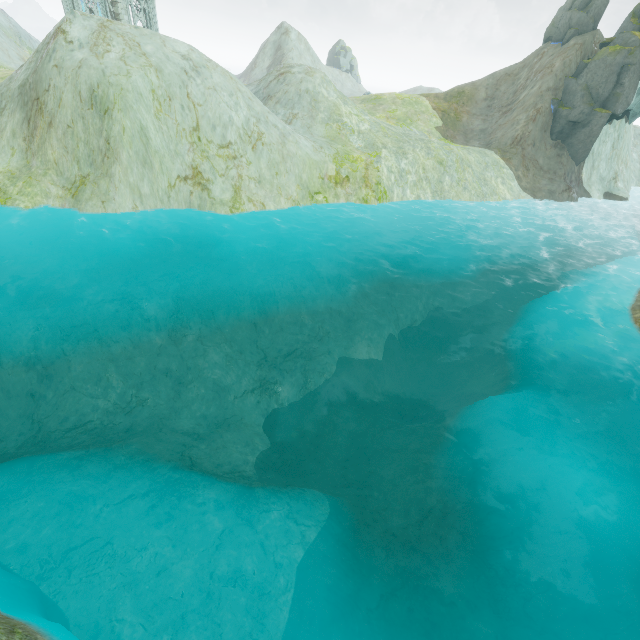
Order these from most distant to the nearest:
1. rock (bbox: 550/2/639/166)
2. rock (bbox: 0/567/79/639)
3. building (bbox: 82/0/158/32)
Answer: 1. building (bbox: 82/0/158/32)
2. rock (bbox: 550/2/639/166)
3. rock (bbox: 0/567/79/639)

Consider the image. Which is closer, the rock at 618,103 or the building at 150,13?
the rock at 618,103

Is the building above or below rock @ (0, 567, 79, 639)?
above

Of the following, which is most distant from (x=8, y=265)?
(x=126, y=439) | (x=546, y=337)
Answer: (x=546, y=337)

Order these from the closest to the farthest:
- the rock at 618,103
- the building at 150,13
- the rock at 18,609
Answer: the rock at 18,609
the rock at 618,103
the building at 150,13

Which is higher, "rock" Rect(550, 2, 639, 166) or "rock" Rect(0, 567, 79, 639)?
"rock" Rect(550, 2, 639, 166)

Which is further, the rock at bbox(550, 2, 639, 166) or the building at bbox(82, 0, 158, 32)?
the building at bbox(82, 0, 158, 32)
